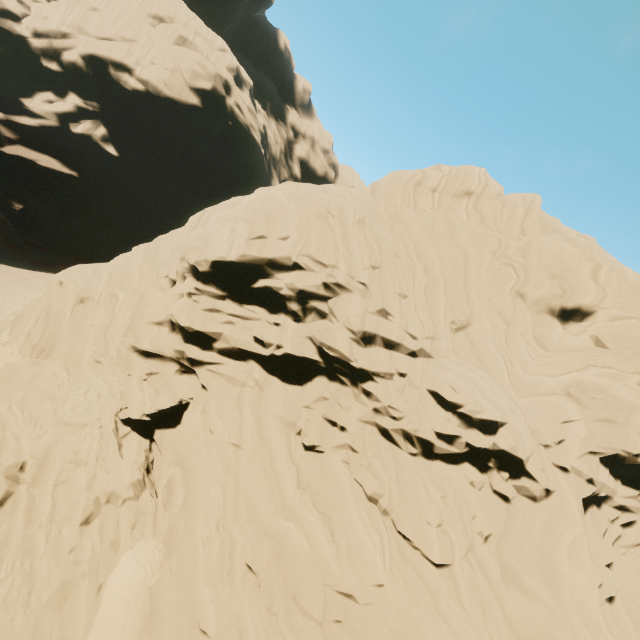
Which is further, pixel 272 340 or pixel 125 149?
pixel 125 149
